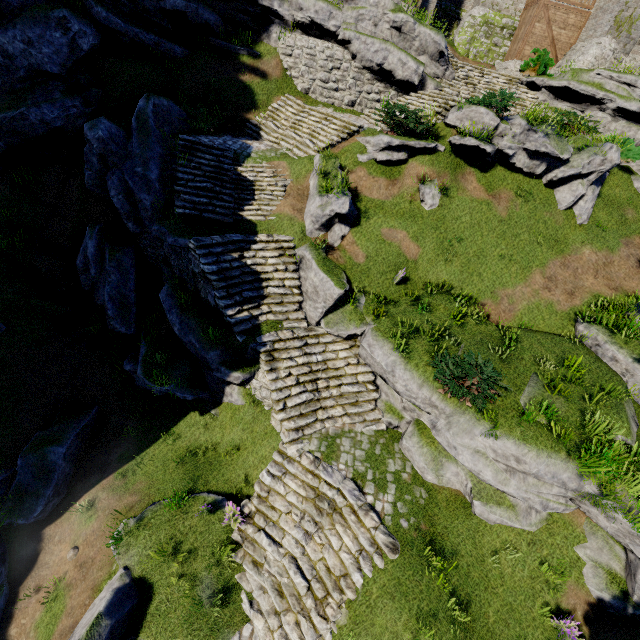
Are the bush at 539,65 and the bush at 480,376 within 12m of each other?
no

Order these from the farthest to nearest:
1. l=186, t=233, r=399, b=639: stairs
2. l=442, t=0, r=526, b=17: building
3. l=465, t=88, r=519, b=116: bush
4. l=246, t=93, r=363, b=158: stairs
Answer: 1. l=442, t=0, r=526, b=17: building
2. l=246, t=93, r=363, b=158: stairs
3. l=465, t=88, r=519, b=116: bush
4. l=186, t=233, r=399, b=639: stairs

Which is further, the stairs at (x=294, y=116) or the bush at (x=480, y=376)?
the stairs at (x=294, y=116)

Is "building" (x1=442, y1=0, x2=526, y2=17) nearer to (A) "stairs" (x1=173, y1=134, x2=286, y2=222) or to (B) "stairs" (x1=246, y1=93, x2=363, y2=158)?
(B) "stairs" (x1=246, y1=93, x2=363, y2=158)

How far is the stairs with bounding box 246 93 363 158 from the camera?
15.0m

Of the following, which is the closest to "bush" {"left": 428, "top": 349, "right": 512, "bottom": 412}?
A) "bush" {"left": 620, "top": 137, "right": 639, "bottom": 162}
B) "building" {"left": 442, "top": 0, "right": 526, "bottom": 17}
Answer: "bush" {"left": 620, "top": 137, "right": 639, "bottom": 162}

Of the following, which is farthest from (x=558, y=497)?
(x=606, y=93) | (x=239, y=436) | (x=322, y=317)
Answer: (x=606, y=93)

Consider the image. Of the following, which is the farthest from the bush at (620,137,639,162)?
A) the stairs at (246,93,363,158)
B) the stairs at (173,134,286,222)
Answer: the stairs at (173,134,286,222)
